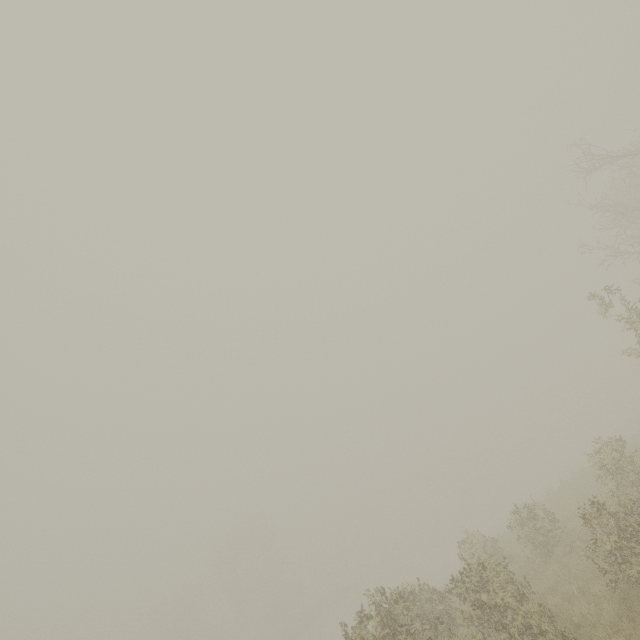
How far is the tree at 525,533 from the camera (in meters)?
12.12

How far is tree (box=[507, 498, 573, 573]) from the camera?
12.12m

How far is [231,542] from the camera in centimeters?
5294cm

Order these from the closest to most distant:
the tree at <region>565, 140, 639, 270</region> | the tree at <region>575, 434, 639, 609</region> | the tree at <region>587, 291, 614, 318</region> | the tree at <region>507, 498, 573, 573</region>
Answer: the tree at <region>575, 434, 639, 609</region>
the tree at <region>587, 291, 614, 318</region>
the tree at <region>507, 498, 573, 573</region>
the tree at <region>565, 140, 639, 270</region>

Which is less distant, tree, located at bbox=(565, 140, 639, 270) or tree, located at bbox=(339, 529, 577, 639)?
tree, located at bbox=(339, 529, 577, 639)

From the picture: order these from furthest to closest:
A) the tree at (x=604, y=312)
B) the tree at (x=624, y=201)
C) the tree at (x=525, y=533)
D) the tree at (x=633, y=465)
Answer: the tree at (x=624, y=201)
the tree at (x=525, y=533)
the tree at (x=604, y=312)
the tree at (x=633, y=465)
